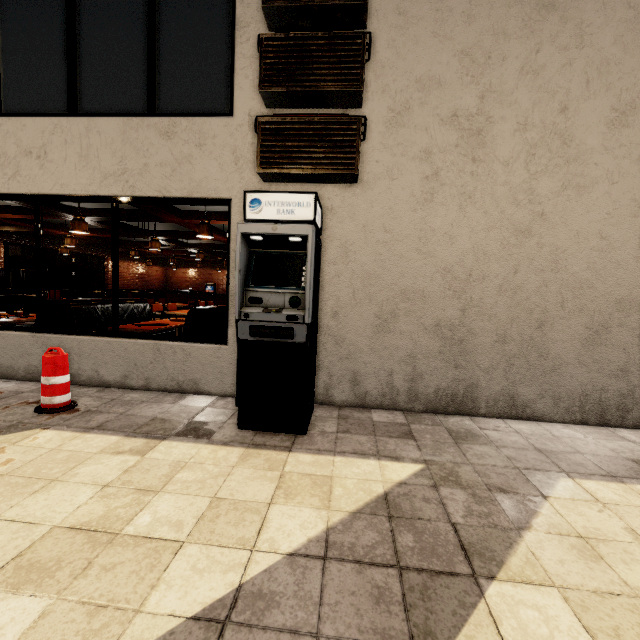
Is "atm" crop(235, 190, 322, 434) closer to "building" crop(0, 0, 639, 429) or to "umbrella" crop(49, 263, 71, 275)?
"building" crop(0, 0, 639, 429)

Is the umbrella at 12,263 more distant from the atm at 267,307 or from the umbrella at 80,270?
the atm at 267,307

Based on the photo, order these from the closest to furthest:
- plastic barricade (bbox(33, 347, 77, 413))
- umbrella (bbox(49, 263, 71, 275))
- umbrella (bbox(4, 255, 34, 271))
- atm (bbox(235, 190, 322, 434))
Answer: atm (bbox(235, 190, 322, 434))
plastic barricade (bbox(33, 347, 77, 413))
umbrella (bbox(4, 255, 34, 271))
umbrella (bbox(49, 263, 71, 275))

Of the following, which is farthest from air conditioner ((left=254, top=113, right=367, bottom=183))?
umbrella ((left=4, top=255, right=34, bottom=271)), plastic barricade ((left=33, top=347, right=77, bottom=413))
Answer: umbrella ((left=4, top=255, right=34, bottom=271))

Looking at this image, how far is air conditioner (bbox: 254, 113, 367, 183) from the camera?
3.7m

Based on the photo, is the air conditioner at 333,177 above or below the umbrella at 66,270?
above

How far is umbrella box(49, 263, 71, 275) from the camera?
13.2m

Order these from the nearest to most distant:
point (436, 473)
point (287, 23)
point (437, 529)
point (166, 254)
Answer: point (437, 529) < point (436, 473) < point (287, 23) < point (166, 254)
